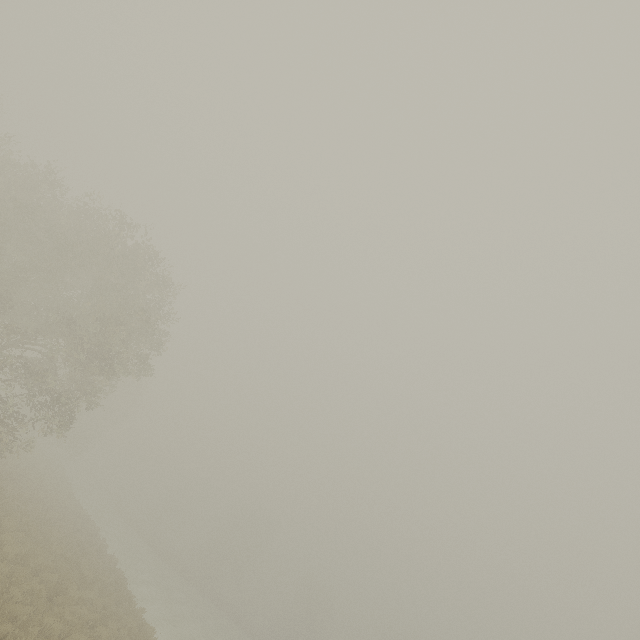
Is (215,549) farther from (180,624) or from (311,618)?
(180,624)
